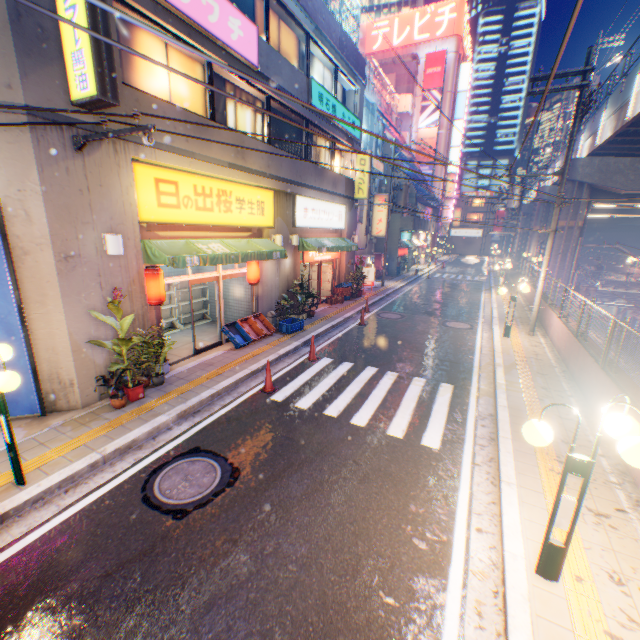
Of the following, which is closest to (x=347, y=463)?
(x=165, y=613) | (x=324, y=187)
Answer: (x=165, y=613)

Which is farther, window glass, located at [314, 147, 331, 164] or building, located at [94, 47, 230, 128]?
window glass, located at [314, 147, 331, 164]

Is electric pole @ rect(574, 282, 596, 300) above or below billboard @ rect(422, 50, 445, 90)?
below

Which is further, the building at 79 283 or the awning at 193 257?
the awning at 193 257

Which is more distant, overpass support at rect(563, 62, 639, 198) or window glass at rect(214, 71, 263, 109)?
overpass support at rect(563, 62, 639, 198)

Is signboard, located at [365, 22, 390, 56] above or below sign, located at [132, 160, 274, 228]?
above

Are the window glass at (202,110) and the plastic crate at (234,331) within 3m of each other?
no

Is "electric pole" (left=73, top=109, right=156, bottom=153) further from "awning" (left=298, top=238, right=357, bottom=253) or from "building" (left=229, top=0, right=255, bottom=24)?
"awning" (left=298, top=238, right=357, bottom=253)
